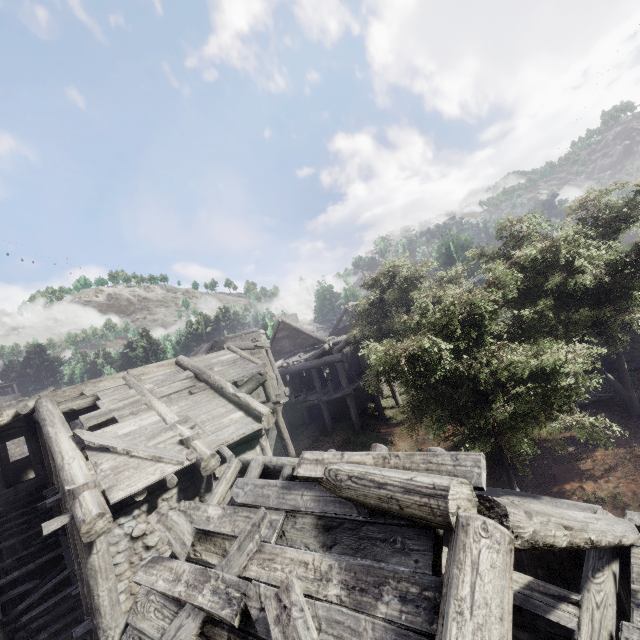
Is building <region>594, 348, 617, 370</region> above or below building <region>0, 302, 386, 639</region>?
below

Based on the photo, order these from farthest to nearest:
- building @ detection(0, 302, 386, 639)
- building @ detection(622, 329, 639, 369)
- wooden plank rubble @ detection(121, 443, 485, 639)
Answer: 1. building @ detection(622, 329, 639, 369)
2. building @ detection(0, 302, 386, 639)
3. wooden plank rubble @ detection(121, 443, 485, 639)

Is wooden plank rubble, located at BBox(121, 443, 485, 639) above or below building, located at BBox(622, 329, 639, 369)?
above

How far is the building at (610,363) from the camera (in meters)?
15.85

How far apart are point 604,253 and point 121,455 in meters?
15.0 m

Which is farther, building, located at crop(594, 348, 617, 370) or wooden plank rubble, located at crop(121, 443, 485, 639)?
building, located at crop(594, 348, 617, 370)

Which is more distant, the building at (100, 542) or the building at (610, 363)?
the building at (610, 363)
